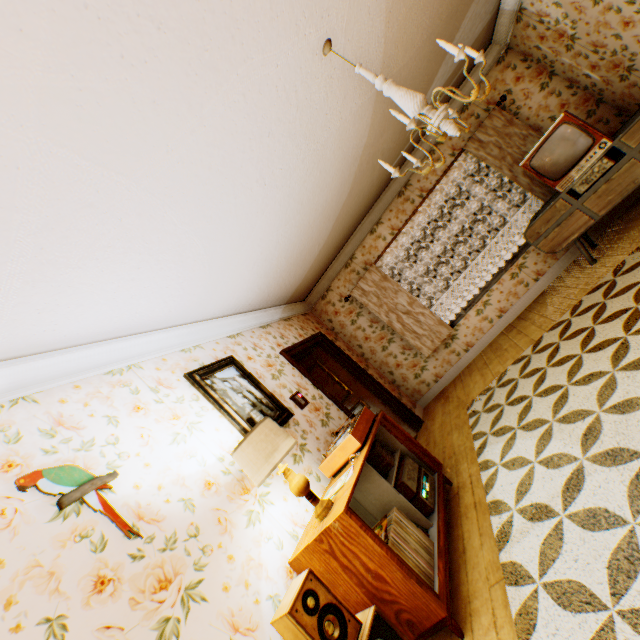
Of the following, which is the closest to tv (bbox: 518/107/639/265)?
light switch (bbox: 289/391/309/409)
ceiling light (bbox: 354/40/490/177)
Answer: ceiling light (bbox: 354/40/490/177)

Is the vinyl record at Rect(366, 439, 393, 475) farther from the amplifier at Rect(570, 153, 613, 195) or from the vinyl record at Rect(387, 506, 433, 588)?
the amplifier at Rect(570, 153, 613, 195)

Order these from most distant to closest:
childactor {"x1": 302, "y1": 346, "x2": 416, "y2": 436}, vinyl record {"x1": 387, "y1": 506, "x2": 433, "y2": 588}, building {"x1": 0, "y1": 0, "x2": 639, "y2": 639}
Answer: childactor {"x1": 302, "y1": 346, "x2": 416, "y2": 436}
vinyl record {"x1": 387, "y1": 506, "x2": 433, "y2": 588}
building {"x1": 0, "y1": 0, "x2": 639, "y2": 639}

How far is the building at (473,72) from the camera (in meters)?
4.95

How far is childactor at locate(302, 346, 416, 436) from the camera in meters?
5.6

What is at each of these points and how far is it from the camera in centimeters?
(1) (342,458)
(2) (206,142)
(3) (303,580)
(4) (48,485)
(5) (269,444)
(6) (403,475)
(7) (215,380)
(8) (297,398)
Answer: (1) turntable, 290cm
(2) building, 213cm
(3) speaker, 175cm
(4) artbird, 176cm
(5) lamp, 227cm
(6) amplifier, 285cm
(7) picture frame, 325cm
(8) light switch, 390cm

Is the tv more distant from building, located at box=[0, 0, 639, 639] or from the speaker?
the speaker

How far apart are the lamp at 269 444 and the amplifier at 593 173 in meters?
4.6
